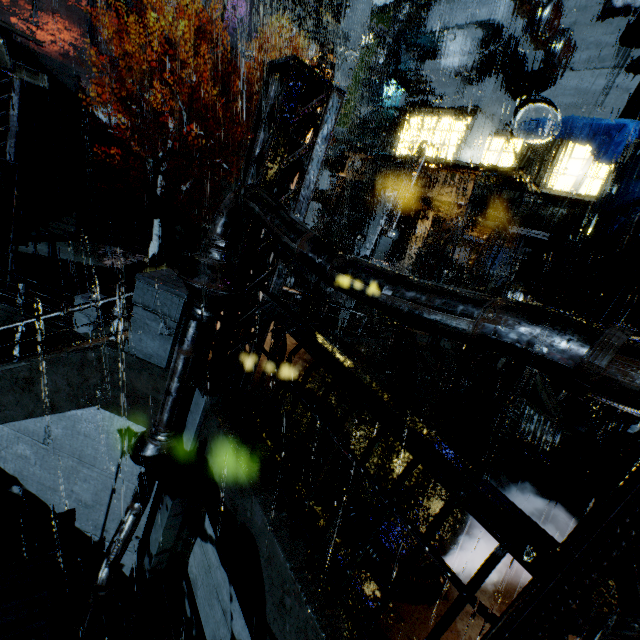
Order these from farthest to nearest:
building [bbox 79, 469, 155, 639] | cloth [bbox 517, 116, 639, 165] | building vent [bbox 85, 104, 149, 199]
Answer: building vent [bbox 85, 104, 149, 199] < cloth [bbox 517, 116, 639, 165] < building [bbox 79, 469, 155, 639]

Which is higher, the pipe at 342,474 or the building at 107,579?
the pipe at 342,474

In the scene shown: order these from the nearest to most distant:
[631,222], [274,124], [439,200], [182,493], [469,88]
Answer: [274,124] → [182,493] → [631,222] → [439,200] → [469,88]

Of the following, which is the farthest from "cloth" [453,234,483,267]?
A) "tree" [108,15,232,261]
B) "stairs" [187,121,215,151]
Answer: "tree" [108,15,232,261]

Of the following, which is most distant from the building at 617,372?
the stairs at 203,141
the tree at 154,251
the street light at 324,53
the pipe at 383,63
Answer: the tree at 154,251

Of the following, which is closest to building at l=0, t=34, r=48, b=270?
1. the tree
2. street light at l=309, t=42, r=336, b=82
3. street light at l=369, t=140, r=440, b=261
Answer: street light at l=369, t=140, r=440, b=261

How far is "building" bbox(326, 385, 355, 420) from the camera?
6.9 meters

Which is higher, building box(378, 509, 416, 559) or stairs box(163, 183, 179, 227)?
stairs box(163, 183, 179, 227)
